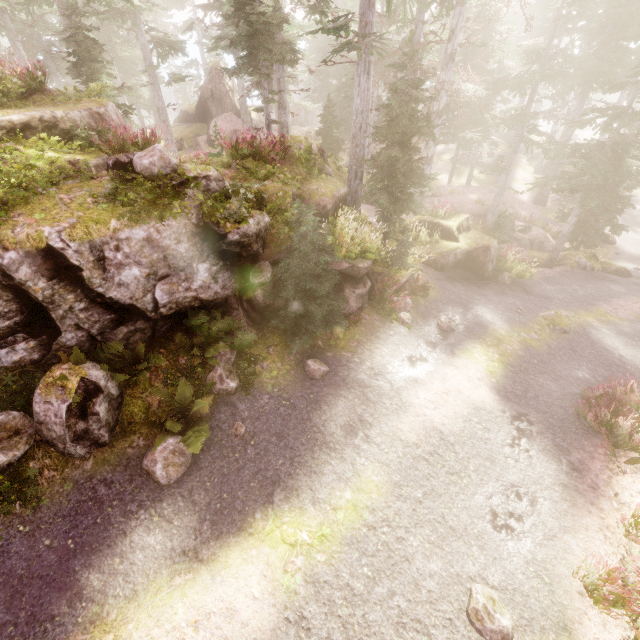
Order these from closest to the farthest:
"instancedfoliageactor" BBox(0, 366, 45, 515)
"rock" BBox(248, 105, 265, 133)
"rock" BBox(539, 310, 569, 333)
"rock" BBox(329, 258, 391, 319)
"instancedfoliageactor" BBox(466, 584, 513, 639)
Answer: "instancedfoliageactor" BBox(466, 584, 513, 639) → "instancedfoliageactor" BBox(0, 366, 45, 515) → "rock" BBox(329, 258, 391, 319) → "rock" BBox(539, 310, 569, 333) → "rock" BBox(248, 105, 265, 133)

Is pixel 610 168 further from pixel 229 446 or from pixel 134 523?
pixel 134 523

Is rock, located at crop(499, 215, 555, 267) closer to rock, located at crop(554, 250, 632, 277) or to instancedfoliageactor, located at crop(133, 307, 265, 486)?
instancedfoliageactor, located at crop(133, 307, 265, 486)

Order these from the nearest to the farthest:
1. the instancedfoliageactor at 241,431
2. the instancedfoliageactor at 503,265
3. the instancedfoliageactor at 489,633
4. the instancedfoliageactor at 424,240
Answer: the instancedfoliageactor at 489,633 < the instancedfoliageactor at 241,431 < the instancedfoliageactor at 424,240 < the instancedfoliageactor at 503,265

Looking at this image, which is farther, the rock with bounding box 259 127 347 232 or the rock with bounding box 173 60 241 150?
the rock with bounding box 173 60 241 150

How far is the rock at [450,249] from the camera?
14.5m

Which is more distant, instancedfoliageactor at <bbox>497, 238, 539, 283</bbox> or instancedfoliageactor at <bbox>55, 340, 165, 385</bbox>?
instancedfoliageactor at <bbox>497, 238, 539, 283</bbox>

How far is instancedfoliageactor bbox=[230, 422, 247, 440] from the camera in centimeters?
716cm
